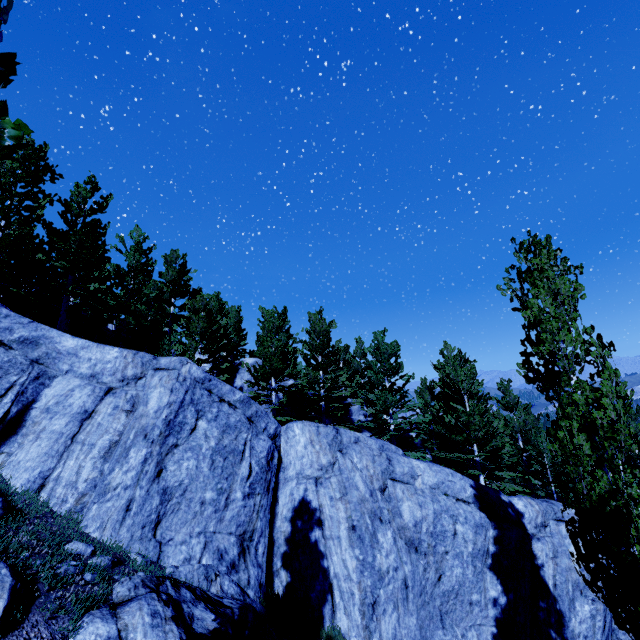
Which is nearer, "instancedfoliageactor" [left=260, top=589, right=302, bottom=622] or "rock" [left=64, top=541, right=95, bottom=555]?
"rock" [left=64, top=541, right=95, bottom=555]

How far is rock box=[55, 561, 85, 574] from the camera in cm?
531

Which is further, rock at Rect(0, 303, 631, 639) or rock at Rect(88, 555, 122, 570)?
rock at Rect(0, 303, 631, 639)

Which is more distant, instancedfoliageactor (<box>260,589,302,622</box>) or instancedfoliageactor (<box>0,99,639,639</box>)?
instancedfoliageactor (<box>260,589,302,622</box>)

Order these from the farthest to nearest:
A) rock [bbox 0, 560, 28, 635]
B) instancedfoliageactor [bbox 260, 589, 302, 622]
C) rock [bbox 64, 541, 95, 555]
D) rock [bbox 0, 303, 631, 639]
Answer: instancedfoliageactor [bbox 260, 589, 302, 622], rock [bbox 0, 303, 631, 639], rock [bbox 64, 541, 95, 555], rock [bbox 0, 560, 28, 635]

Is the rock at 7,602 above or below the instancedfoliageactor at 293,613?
above

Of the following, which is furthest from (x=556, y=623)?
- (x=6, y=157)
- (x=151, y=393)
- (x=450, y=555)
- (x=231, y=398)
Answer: (x=6, y=157)

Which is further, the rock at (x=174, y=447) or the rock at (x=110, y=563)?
the rock at (x=174, y=447)
